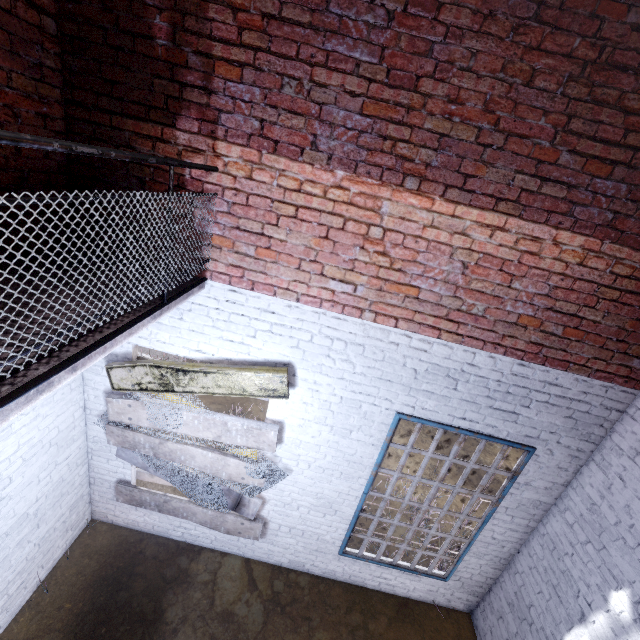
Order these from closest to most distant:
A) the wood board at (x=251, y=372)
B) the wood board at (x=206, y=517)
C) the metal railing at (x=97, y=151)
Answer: the metal railing at (x=97, y=151), the wood board at (x=251, y=372), the wood board at (x=206, y=517)

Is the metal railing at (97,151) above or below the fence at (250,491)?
above

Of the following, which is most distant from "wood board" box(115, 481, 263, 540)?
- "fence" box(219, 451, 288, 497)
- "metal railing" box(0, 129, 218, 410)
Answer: "metal railing" box(0, 129, 218, 410)

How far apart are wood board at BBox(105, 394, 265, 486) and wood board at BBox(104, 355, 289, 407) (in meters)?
Answer: 0.09

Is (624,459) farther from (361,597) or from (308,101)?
(308,101)

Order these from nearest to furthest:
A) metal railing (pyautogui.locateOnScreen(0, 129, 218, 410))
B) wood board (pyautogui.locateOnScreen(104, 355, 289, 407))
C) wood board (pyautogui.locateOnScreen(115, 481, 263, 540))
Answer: metal railing (pyautogui.locateOnScreen(0, 129, 218, 410)) → wood board (pyautogui.locateOnScreen(104, 355, 289, 407)) → wood board (pyautogui.locateOnScreen(115, 481, 263, 540))

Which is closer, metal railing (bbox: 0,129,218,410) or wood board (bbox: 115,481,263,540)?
metal railing (bbox: 0,129,218,410)
